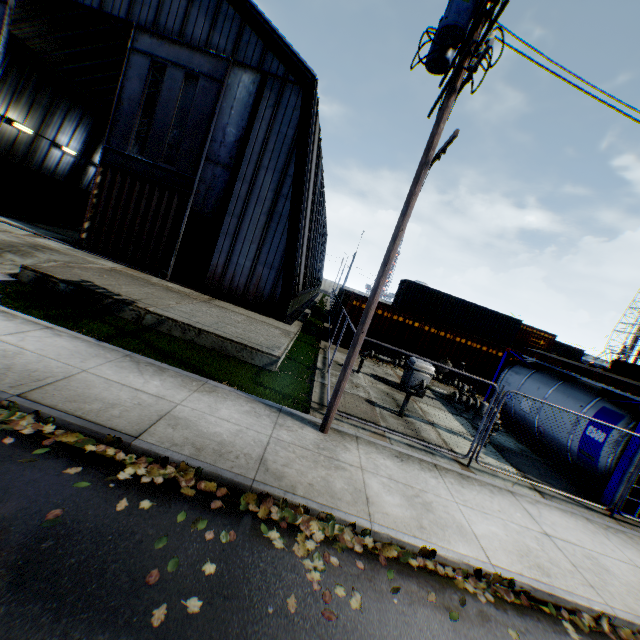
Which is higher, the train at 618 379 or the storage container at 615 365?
the storage container at 615 365

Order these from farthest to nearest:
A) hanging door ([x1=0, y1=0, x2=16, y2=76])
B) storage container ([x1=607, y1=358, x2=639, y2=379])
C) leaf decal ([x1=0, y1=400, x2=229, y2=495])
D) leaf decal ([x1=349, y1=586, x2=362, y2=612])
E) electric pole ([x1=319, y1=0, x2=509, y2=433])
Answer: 1. storage container ([x1=607, y1=358, x2=639, y2=379])
2. hanging door ([x1=0, y1=0, x2=16, y2=76])
3. electric pole ([x1=319, y1=0, x2=509, y2=433])
4. leaf decal ([x1=0, y1=400, x2=229, y2=495])
5. leaf decal ([x1=349, y1=586, x2=362, y2=612])

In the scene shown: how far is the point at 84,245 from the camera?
15.47m

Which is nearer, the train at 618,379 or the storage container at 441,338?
the storage container at 441,338

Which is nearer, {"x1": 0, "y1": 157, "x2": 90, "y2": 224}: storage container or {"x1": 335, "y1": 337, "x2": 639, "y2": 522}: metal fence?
{"x1": 335, "y1": 337, "x2": 639, "y2": 522}: metal fence

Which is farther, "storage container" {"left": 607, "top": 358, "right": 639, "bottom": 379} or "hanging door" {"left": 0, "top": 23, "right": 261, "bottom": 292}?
"storage container" {"left": 607, "top": 358, "right": 639, "bottom": 379}

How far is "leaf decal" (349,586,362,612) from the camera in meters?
3.6 m

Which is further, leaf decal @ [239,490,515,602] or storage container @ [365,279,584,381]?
storage container @ [365,279,584,381]
